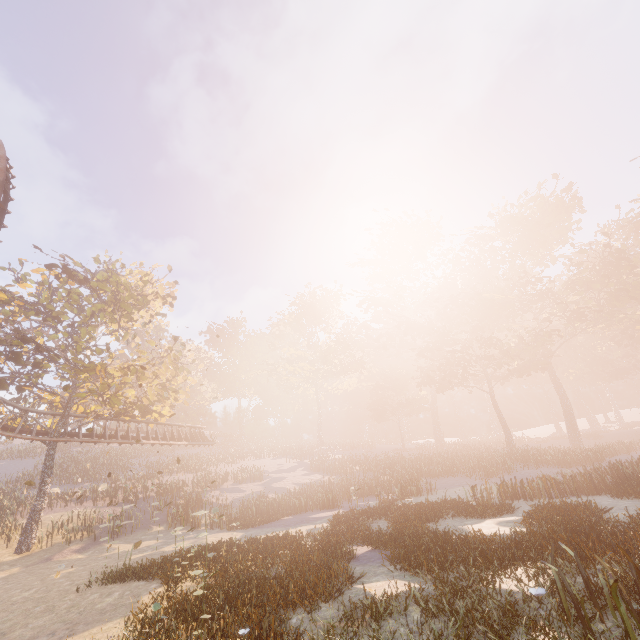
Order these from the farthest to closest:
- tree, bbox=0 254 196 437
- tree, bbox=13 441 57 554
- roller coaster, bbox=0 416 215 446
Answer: roller coaster, bbox=0 416 215 446
tree, bbox=0 254 196 437
tree, bbox=13 441 57 554

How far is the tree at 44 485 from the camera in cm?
1944

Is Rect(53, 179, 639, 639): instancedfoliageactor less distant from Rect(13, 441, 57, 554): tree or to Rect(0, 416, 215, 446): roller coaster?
Rect(13, 441, 57, 554): tree

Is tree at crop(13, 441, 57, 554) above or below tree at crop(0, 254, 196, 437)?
below

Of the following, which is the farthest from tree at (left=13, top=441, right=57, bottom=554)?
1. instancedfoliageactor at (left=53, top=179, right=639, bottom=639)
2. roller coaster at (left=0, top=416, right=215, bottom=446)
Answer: instancedfoliageactor at (left=53, top=179, right=639, bottom=639)

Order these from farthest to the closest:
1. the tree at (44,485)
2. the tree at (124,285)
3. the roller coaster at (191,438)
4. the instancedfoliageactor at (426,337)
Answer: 1. the roller coaster at (191,438)
2. the tree at (124,285)
3. the tree at (44,485)
4. the instancedfoliageactor at (426,337)

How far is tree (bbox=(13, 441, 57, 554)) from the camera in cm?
1944

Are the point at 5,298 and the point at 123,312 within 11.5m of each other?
yes
